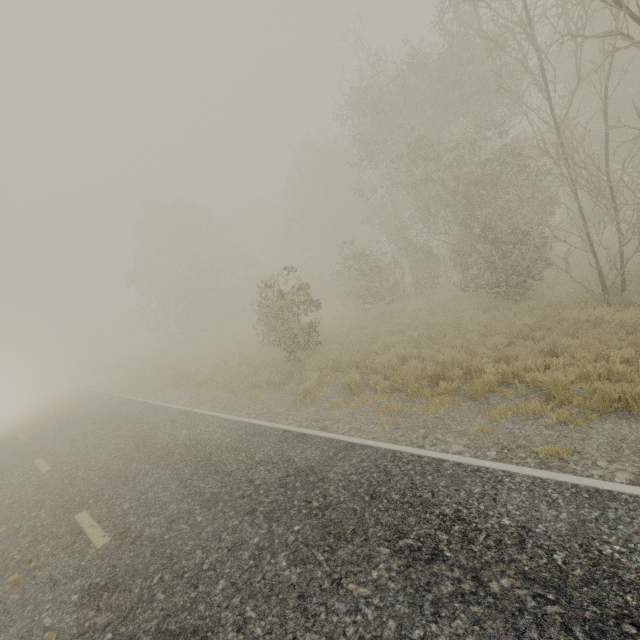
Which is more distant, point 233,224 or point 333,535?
point 233,224
